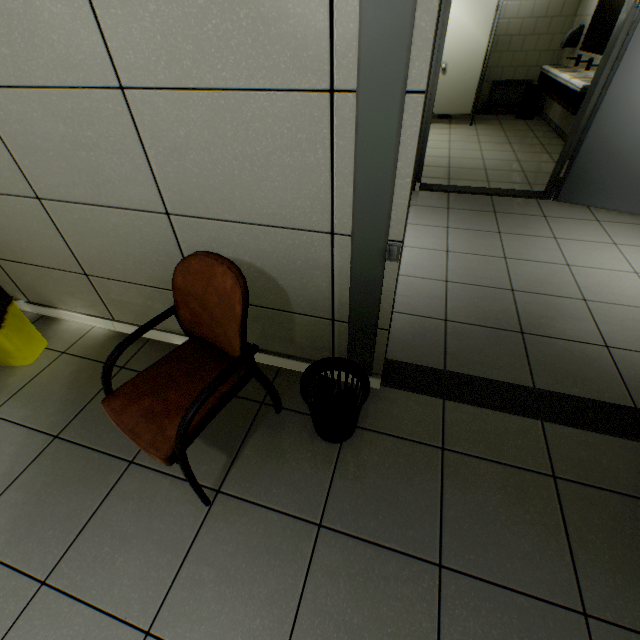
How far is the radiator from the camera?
6.9m

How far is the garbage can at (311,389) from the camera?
1.5 meters

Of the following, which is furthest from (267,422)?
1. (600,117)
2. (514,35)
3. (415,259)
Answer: (514,35)

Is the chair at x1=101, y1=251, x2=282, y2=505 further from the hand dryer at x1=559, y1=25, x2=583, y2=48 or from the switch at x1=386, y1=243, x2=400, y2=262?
the hand dryer at x1=559, y1=25, x2=583, y2=48

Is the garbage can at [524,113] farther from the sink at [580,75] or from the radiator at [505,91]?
the sink at [580,75]

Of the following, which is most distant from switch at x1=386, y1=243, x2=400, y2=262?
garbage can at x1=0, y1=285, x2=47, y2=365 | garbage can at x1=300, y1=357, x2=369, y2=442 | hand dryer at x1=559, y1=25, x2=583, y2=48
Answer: hand dryer at x1=559, y1=25, x2=583, y2=48

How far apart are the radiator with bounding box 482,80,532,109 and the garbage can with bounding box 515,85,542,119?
0.1 meters

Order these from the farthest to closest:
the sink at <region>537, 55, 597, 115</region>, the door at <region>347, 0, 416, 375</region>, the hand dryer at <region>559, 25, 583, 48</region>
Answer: the hand dryer at <region>559, 25, 583, 48</region> < the sink at <region>537, 55, 597, 115</region> < the door at <region>347, 0, 416, 375</region>
